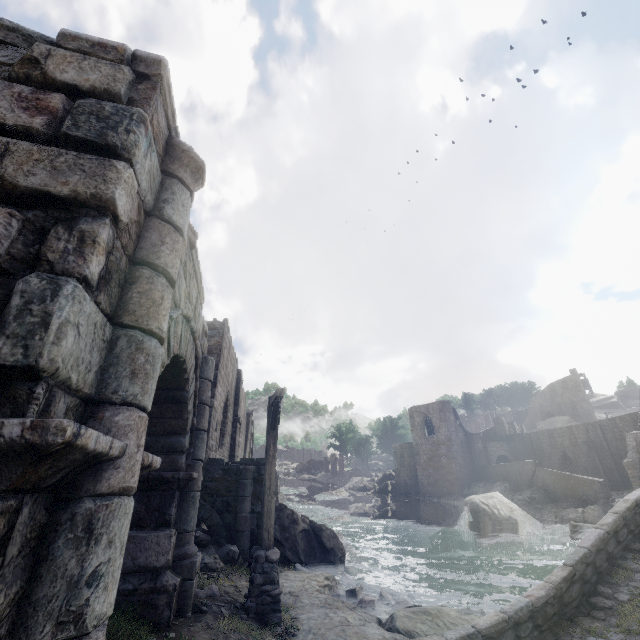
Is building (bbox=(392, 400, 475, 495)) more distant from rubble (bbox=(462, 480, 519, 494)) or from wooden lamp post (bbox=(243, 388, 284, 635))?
wooden lamp post (bbox=(243, 388, 284, 635))

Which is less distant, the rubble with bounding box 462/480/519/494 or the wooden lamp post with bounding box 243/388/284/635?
the wooden lamp post with bounding box 243/388/284/635

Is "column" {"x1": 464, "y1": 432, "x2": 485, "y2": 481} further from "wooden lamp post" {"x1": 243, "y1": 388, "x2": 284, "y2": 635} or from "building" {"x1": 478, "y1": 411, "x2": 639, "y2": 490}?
"wooden lamp post" {"x1": 243, "y1": 388, "x2": 284, "y2": 635}

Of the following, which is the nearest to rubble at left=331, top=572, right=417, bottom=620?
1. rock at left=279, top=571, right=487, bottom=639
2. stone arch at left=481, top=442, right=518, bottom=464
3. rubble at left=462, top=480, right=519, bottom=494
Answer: rock at left=279, top=571, right=487, bottom=639

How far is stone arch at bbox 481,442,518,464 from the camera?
42.0 meters

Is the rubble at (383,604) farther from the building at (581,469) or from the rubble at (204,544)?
the building at (581,469)

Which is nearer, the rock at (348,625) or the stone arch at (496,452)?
the rock at (348,625)

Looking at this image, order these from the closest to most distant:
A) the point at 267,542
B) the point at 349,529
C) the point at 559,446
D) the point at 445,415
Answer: the point at 267,542, the point at 349,529, the point at 559,446, the point at 445,415
